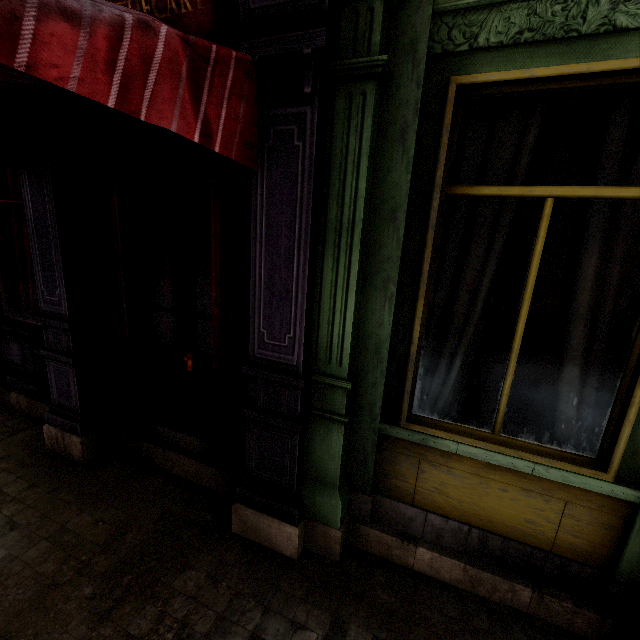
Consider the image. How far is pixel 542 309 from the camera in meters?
6.3
